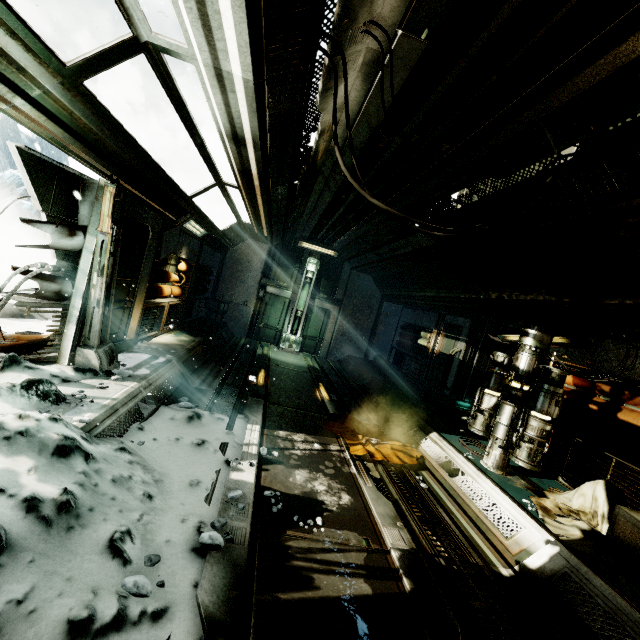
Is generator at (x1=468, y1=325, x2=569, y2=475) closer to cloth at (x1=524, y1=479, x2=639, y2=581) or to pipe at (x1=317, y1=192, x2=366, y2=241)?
cloth at (x1=524, y1=479, x2=639, y2=581)

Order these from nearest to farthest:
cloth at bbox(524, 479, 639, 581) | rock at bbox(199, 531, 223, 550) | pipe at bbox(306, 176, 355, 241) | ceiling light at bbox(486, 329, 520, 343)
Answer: rock at bbox(199, 531, 223, 550)
cloth at bbox(524, 479, 639, 581)
pipe at bbox(306, 176, 355, 241)
ceiling light at bbox(486, 329, 520, 343)

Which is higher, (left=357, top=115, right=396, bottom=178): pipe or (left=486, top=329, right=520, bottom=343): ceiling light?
(left=357, top=115, right=396, bottom=178): pipe

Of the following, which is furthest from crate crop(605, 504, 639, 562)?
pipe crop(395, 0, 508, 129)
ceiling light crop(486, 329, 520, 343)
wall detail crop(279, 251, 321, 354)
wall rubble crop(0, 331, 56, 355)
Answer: wall detail crop(279, 251, 321, 354)

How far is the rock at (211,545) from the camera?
2.73m

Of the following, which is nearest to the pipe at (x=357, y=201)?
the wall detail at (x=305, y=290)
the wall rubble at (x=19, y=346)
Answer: the wall detail at (x=305, y=290)

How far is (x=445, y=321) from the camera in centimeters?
1061cm

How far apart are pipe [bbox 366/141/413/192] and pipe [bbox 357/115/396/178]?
0.1 meters
